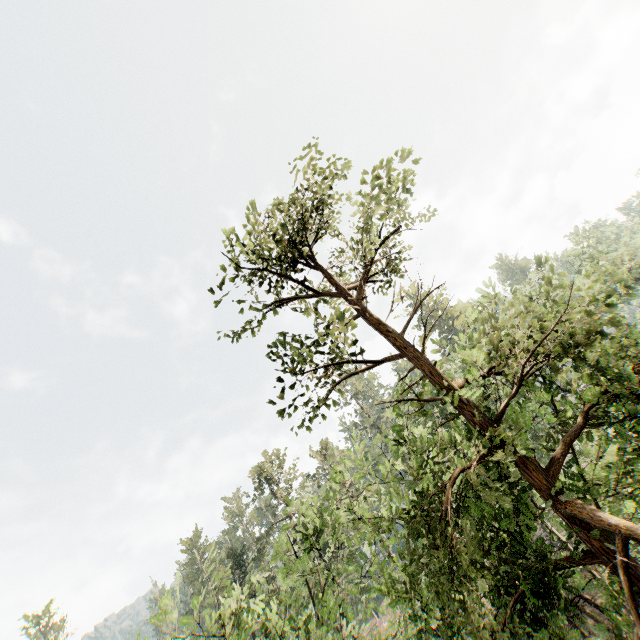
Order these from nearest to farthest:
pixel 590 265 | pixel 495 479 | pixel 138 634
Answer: pixel 495 479 → pixel 138 634 → pixel 590 265
